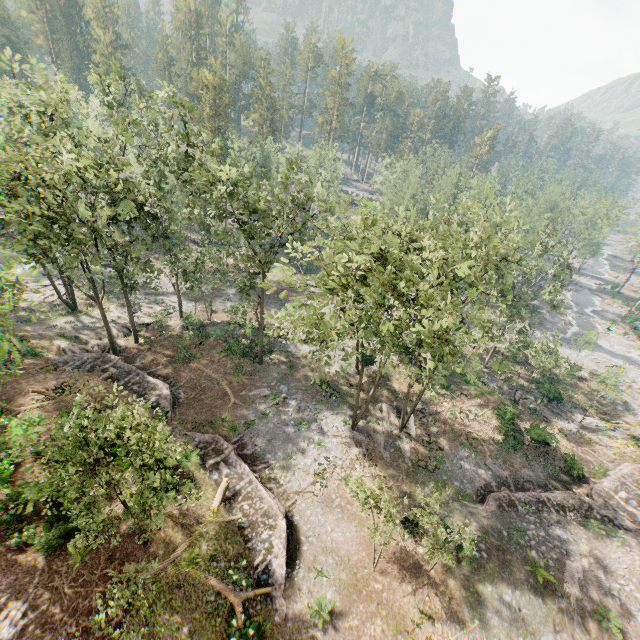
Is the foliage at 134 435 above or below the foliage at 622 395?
above

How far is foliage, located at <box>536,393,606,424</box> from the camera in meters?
35.5 m

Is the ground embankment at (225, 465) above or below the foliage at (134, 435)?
below

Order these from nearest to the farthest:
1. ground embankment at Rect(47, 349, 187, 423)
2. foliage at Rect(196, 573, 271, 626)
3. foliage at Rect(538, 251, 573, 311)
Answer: foliage at Rect(196, 573, 271, 626) < ground embankment at Rect(47, 349, 187, 423) < foliage at Rect(538, 251, 573, 311)

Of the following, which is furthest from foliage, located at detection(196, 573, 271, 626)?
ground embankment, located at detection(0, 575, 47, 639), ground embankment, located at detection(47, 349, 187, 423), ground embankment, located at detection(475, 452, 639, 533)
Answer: ground embankment, located at detection(0, 575, 47, 639)

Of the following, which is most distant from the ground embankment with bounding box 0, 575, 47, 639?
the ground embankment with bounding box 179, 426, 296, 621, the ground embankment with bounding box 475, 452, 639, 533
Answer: the ground embankment with bounding box 475, 452, 639, 533

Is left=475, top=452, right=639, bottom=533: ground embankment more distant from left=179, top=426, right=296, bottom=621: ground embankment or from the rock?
the rock

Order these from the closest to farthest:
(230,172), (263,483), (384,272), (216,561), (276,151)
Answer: (384,272)
(216,561)
(230,172)
(263,483)
(276,151)
